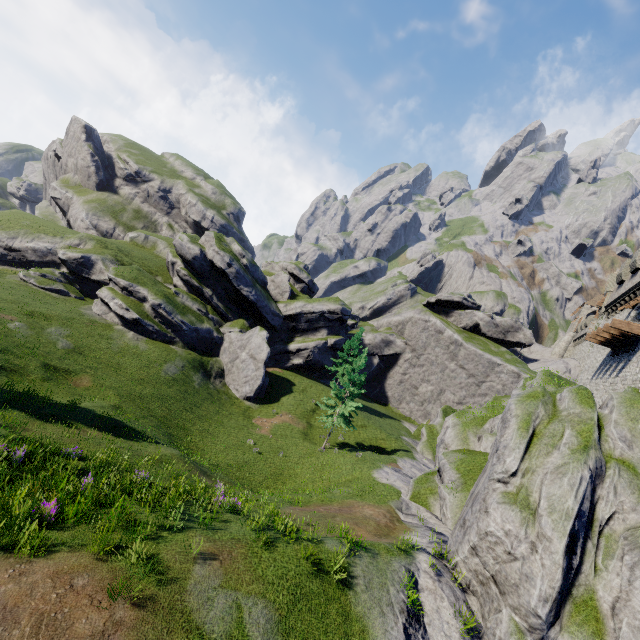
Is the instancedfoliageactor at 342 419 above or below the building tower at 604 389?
below

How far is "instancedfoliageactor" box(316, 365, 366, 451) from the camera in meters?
31.1

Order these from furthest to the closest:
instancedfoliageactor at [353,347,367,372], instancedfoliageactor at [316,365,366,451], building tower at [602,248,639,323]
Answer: instancedfoliageactor at [353,347,367,372], instancedfoliageactor at [316,365,366,451], building tower at [602,248,639,323]

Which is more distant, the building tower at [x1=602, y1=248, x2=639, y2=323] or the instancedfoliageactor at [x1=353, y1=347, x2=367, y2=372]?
the instancedfoliageactor at [x1=353, y1=347, x2=367, y2=372]

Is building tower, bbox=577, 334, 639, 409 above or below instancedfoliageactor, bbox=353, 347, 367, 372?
above

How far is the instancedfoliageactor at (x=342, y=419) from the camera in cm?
3107

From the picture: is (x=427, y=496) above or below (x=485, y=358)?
below
